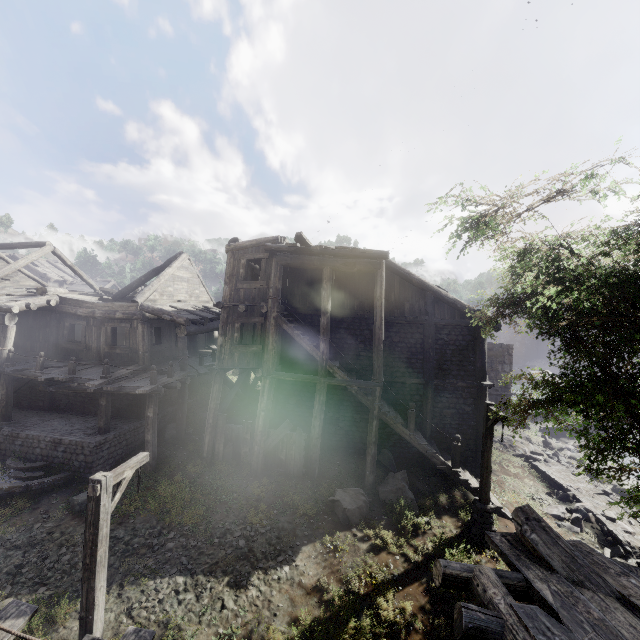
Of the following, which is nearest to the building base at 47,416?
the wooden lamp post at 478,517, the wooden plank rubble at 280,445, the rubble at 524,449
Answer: the wooden plank rubble at 280,445

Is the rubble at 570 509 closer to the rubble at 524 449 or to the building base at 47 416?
the rubble at 524 449

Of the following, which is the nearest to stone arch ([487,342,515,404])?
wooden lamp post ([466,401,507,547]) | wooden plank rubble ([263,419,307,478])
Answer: wooden lamp post ([466,401,507,547])

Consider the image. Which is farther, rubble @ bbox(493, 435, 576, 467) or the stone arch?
the stone arch

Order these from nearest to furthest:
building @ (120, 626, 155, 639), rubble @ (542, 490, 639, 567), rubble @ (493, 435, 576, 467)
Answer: building @ (120, 626, 155, 639), rubble @ (542, 490, 639, 567), rubble @ (493, 435, 576, 467)

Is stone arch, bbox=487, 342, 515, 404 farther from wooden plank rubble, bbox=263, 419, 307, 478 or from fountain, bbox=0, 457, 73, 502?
fountain, bbox=0, 457, 73, 502

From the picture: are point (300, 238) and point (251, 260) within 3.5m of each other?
yes

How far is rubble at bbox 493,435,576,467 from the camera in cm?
1888
